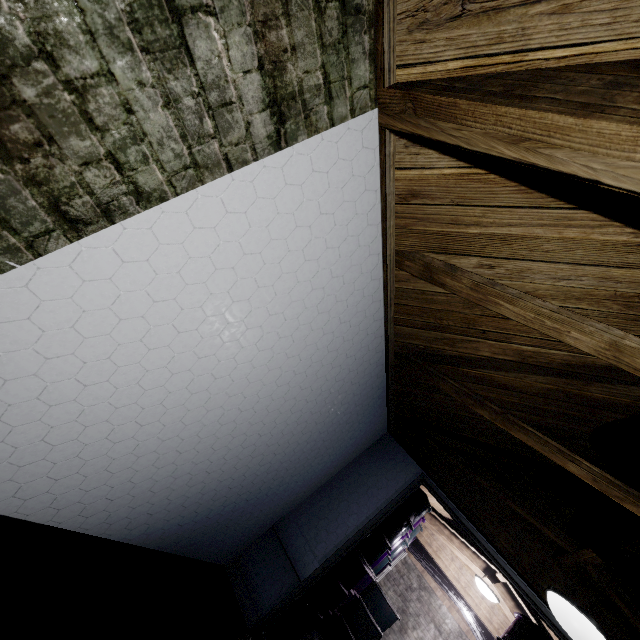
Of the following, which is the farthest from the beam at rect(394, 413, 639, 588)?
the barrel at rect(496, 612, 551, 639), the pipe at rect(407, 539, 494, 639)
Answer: the pipe at rect(407, 539, 494, 639)

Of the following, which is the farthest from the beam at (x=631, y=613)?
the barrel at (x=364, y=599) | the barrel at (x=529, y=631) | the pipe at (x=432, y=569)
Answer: the pipe at (x=432, y=569)

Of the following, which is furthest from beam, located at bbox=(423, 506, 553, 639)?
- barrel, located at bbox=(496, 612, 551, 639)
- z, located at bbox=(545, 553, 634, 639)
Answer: z, located at bbox=(545, 553, 634, 639)

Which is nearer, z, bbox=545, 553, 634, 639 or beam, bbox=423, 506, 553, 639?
z, bbox=545, 553, 634, 639

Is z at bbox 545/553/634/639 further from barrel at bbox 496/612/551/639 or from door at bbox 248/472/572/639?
barrel at bbox 496/612/551/639

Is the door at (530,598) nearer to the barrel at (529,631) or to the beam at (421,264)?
the beam at (421,264)

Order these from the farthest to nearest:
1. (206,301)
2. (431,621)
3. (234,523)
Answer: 1. (431,621)
2. (234,523)
3. (206,301)

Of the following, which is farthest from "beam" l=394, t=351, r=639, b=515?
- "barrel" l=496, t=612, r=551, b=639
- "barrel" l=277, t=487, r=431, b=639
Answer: "barrel" l=277, t=487, r=431, b=639
